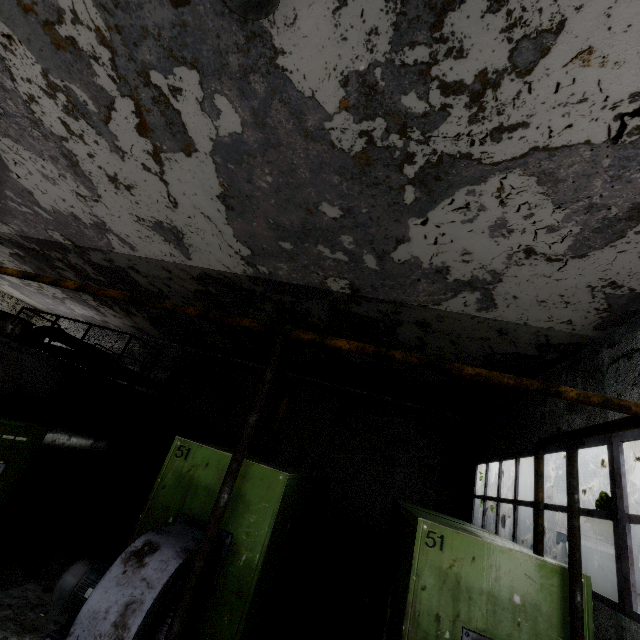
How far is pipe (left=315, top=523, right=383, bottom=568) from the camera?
11.2m

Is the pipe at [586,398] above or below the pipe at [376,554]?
above

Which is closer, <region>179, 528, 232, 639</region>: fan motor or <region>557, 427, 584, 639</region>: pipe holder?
<region>557, 427, 584, 639</region>: pipe holder

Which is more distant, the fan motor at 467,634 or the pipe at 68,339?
the pipe at 68,339

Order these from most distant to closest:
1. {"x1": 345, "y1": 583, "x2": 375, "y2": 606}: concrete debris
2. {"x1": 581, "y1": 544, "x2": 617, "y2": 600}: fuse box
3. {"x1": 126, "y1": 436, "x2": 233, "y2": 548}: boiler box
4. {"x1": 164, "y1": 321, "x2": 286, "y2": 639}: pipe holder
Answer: {"x1": 581, "y1": 544, "x2": 617, "y2": 600}: fuse box → {"x1": 345, "y1": 583, "x2": 375, "y2": 606}: concrete debris → {"x1": 126, "y1": 436, "x2": 233, "y2": 548}: boiler box → {"x1": 164, "y1": 321, "x2": 286, "y2": 639}: pipe holder

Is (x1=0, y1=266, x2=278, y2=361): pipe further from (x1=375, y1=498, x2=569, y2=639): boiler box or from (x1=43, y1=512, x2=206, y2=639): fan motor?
(x1=43, y1=512, x2=206, y2=639): fan motor

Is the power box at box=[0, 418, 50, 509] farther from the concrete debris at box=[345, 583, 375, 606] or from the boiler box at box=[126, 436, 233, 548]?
the concrete debris at box=[345, 583, 375, 606]

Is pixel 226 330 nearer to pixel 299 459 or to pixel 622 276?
pixel 299 459
